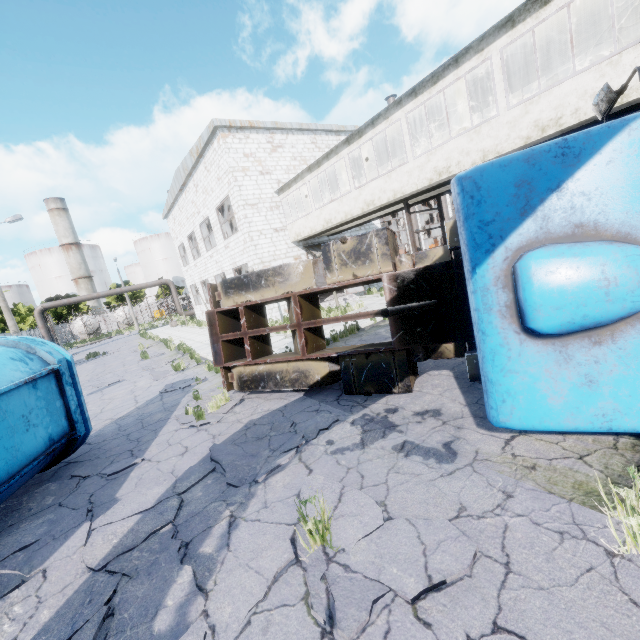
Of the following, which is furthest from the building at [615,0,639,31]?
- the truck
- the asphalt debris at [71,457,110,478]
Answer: the asphalt debris at [71,457,110,478]

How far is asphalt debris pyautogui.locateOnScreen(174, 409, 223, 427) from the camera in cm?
680

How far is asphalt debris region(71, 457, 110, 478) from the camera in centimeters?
581cm

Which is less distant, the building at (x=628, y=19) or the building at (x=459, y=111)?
the building at (x=628, y=19)

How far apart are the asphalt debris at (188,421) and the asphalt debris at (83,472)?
1.0 meters

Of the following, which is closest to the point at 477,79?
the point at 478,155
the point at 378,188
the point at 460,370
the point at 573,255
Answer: the point at 478,155

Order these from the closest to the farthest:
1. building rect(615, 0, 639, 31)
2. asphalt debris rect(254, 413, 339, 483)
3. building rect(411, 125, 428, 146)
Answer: asphalt debris rect(254, 413, 339, 483) < building rect(615, 0, 639, 31) < building rect(411, 125, 428, 146)

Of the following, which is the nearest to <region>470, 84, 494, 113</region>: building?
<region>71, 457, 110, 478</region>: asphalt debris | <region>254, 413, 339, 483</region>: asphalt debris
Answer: <region>254, 413, 339, 483</region>: asphalt debris
